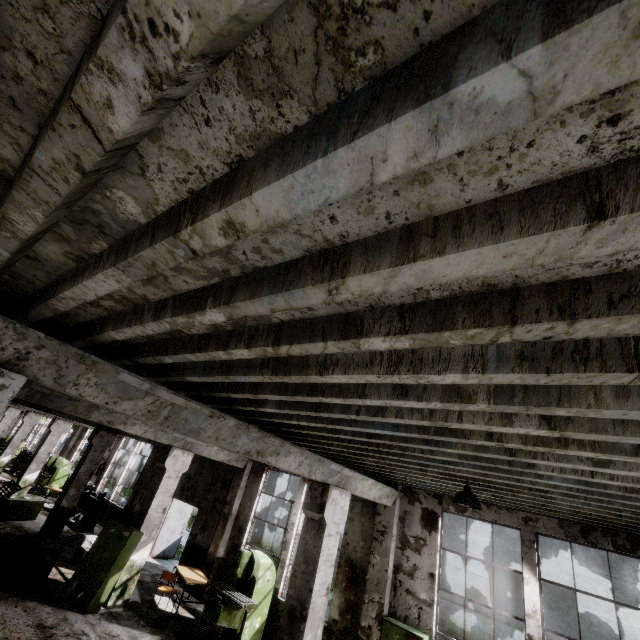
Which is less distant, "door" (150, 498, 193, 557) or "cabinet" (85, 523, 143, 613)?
"cabinet" (85, 523, 143, 613)

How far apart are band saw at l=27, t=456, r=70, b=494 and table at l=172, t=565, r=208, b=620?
13.7m

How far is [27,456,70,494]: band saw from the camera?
18.3m

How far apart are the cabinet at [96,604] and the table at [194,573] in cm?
171

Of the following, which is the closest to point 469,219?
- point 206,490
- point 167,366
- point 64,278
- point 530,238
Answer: point 530,238

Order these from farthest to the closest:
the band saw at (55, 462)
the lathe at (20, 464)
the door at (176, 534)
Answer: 1. the lathe at (20, 464)
2. the band saw at (55, 462)
3. the door at (176, 534)

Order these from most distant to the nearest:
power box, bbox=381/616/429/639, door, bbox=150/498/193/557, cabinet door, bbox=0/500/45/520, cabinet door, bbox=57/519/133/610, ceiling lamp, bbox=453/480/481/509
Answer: door, bbox=150/498/193/557
cabinet door, bbox=0/500/45/520
cabinet door, bbox=57/519/133/610
power box, bbox=381/616/429/639
ceiling lamp, bbox=453/480/481/509

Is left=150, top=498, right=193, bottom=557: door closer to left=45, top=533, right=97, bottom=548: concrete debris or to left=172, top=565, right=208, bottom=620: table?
left=45, top=533, right=97, bottom=548: concrete debris
